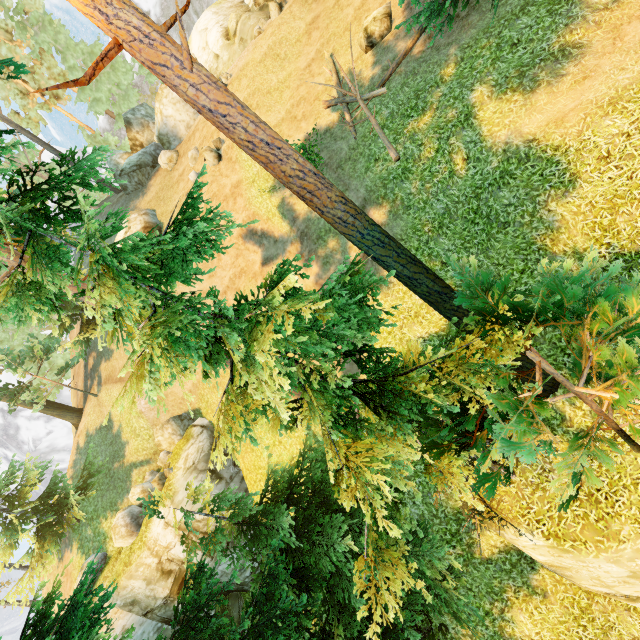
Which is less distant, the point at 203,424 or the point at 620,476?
the point at 620,476

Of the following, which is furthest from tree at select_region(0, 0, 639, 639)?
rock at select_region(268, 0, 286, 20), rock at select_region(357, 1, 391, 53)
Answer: rock at select_region(268, 0, 286, 20)

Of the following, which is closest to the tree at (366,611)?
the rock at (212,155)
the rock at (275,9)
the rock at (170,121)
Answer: the rock at (170,121)

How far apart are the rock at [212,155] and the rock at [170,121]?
8.60m

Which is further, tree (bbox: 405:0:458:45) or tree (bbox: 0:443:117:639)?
→ tree (bbox: 405:0:458:45)

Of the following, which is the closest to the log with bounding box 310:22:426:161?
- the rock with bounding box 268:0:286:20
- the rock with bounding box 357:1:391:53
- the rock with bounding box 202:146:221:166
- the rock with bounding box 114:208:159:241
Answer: the rock with bounding box 357:1:391:53

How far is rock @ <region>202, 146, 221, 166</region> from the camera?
20.2 meters

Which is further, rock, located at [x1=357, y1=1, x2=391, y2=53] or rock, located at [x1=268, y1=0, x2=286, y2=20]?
rock, located at [x1=268, y1=0, x2=286, y2=20]
